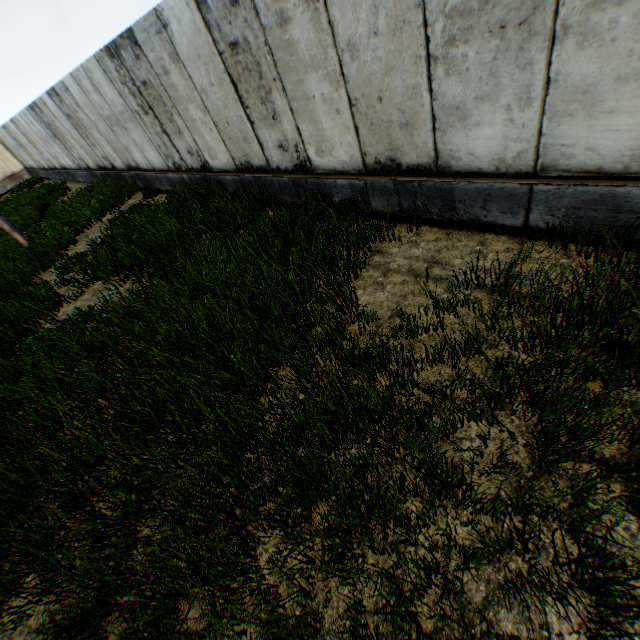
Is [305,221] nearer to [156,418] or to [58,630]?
[156,418]
